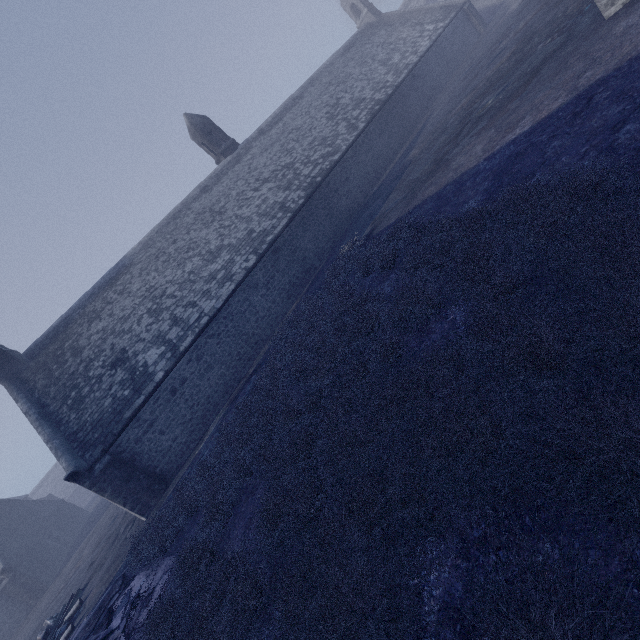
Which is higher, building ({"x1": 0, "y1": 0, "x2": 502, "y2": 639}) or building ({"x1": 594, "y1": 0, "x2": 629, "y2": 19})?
building ({"x1": 0, "y1": 0, "x2": 502, "y2": 639})

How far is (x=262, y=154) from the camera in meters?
22.7 m

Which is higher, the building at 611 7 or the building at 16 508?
the building at 16 508

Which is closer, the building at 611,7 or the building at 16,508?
the building at 611,7

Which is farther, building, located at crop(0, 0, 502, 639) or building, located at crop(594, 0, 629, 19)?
building, located at crop(0, 0, 502, 639)
